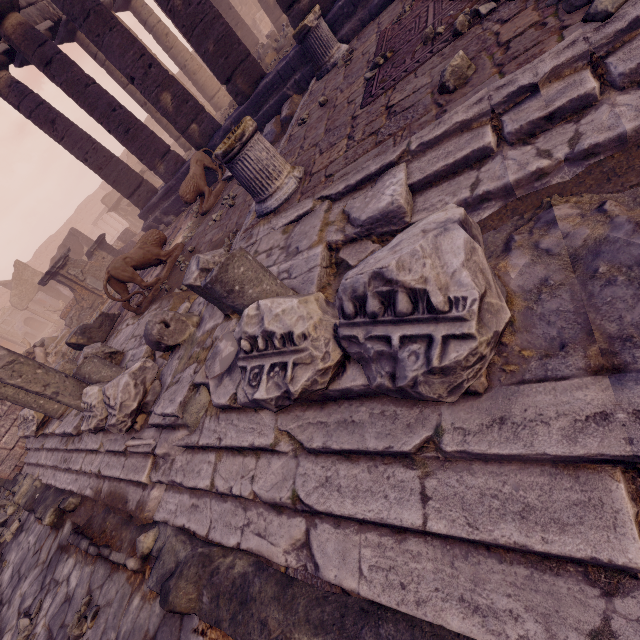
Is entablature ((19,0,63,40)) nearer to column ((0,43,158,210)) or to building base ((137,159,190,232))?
column ((0,43,158,210))

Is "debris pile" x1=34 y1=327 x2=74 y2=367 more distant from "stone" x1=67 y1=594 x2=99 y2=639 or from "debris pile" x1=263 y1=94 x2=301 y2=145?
"stone" x1=67 y1=594 x2=99 y2=639

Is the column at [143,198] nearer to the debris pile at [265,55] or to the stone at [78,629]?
the debris pile at [265,55]

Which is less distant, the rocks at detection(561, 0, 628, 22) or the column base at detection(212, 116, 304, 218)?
the rocks at detection(561, 0, 628, 22)

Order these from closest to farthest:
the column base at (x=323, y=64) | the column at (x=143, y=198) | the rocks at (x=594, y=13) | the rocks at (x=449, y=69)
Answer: the rocks at (x=594, y=13)
the rocks at (x=449, y=69)
the column base at (x=323, y=64)
the column at (x=143, y=198)

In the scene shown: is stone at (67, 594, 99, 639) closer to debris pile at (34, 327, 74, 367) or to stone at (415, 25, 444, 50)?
stone at (415, 25, 444, 50)

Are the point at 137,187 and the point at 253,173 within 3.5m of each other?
no

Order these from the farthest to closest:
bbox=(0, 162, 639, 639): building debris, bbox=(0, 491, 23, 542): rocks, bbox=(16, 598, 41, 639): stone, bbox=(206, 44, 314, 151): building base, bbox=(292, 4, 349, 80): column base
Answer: bbox=(206, 44, 314, 151): building base, bbox=(292, 4, 349, 80): column base, bbox=(0, 491, 23, 542): rocks, bbox=(16, 598, 41, 639): stone, bbox=(0, 162, 639, 639): building debris
